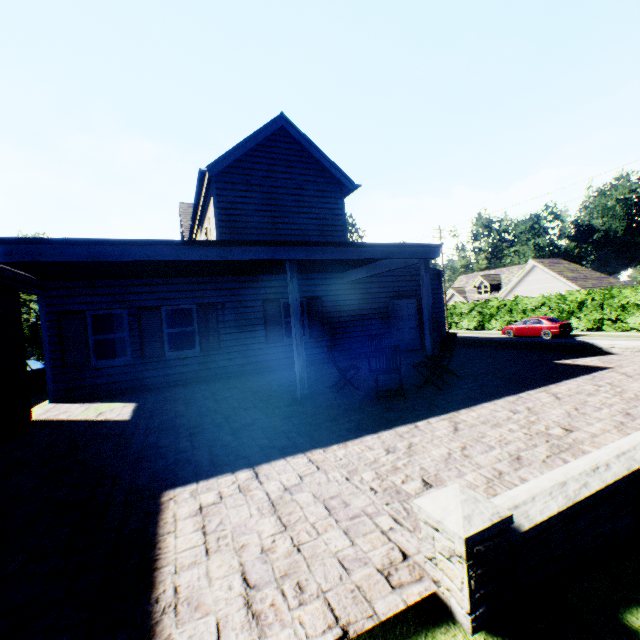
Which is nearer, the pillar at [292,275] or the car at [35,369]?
the pillar at [292,275]

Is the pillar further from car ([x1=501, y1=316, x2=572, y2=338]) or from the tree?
the tree

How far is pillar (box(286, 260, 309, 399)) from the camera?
7.20m

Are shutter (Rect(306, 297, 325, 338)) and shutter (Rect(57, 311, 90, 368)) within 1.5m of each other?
no

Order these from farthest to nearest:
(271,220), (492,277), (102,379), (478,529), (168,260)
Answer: (492,277), (271,220), (102,379), (168,260), (478,529)

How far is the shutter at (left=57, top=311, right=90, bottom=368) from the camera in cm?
925

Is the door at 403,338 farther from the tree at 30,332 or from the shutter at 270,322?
the tree at 30,332

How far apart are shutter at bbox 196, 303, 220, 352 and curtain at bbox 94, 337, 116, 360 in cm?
241
